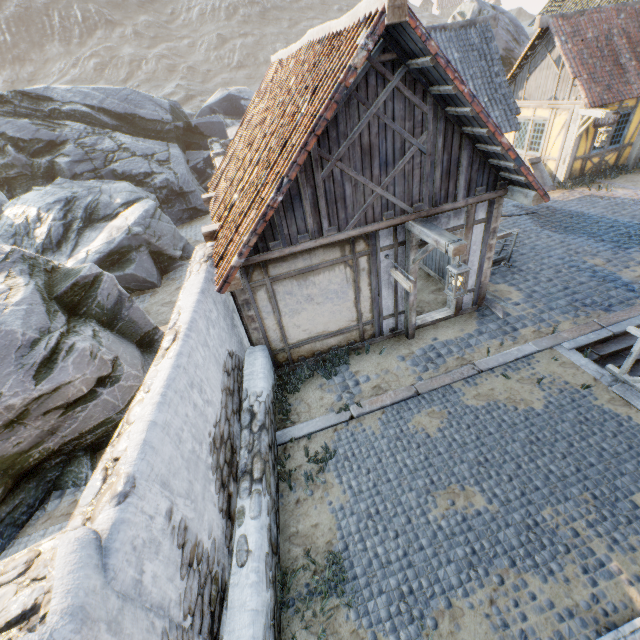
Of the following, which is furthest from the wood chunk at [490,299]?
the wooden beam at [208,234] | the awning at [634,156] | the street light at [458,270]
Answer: the awning at [634,156]

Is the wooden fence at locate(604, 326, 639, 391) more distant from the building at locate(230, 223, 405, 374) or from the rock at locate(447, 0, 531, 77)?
the rock at locate(447, 0, 531, 77)

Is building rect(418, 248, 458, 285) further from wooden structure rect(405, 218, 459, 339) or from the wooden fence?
the wooden fence

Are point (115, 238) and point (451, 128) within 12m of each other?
yes

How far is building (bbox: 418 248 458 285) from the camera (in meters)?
8.86

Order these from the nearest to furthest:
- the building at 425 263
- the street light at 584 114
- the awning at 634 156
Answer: the building at 425 263, the street light at 584 114, the awning at 634 156

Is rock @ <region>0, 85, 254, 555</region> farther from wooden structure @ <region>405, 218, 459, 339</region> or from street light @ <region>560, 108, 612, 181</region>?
street light @ <region>560, 108, 612, 181</region>

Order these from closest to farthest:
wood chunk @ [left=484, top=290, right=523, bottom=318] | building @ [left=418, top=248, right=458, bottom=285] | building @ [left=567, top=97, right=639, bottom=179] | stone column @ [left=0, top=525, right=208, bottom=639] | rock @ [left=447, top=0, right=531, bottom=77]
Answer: stone column @ [left=0, top=525, right=208, bottom=639]
wood chunk @ [left=484, top=290, right=523, bottom=318]
building @ [left=418, top=248, right=458, bottom=285]
building @ [left=567, top=97, right=639, bottom=179]
rock @ [left=447, top=0, right=531, bottom=77]
